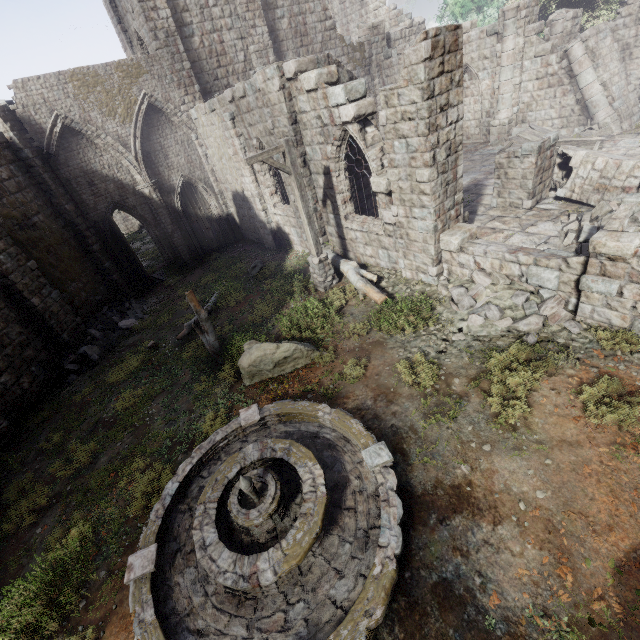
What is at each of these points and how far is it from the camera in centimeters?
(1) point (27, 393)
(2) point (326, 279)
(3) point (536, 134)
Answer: (1) building, 1095cm
(2) wooden lamp post, 1112cm
(3) broken furniture, 1541cm

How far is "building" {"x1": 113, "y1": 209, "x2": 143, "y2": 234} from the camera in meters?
36.3

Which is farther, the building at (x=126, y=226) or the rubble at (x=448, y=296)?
the building at (x=126, y=226)

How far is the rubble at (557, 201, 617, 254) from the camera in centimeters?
834cm

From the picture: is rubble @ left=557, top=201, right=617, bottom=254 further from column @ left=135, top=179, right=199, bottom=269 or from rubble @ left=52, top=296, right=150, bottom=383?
column @ left=135, top=179, right=199, bottom=269

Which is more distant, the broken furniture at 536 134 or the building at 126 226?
the building at 126 226

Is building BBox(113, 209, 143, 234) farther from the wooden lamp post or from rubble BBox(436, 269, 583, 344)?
the wooden lamp post

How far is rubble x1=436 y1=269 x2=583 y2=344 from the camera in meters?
6.7
